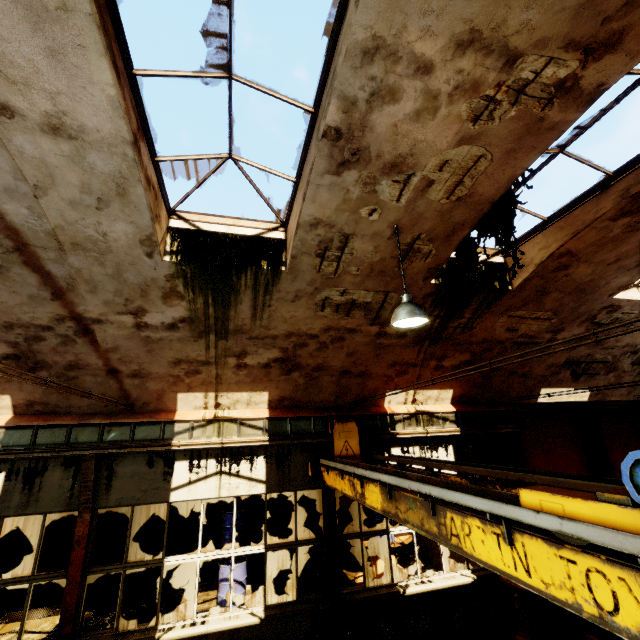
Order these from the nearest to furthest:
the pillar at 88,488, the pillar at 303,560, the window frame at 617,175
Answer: the window frame at 617,175
the pillar at 88,488
the pillar at 303,560

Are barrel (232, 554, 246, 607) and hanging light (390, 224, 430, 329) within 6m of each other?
no

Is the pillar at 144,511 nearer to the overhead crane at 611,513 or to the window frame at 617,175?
the overhead crane at 611,513

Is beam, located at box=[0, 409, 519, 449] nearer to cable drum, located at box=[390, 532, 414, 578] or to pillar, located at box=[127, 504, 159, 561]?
cable drum, located at box=[390, 532, 414, 578]

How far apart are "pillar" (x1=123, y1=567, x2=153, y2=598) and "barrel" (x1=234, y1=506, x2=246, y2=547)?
2.09m

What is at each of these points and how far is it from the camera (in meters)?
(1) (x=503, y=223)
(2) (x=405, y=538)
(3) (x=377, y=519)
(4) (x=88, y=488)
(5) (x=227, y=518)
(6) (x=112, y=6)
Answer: (1) vine, 5.02
(2) cable drum, 9.86
(3) barrel, 9.74
(4) pillar, 6.25
(5) barrel, 10.02
(6) window frame, 2.88

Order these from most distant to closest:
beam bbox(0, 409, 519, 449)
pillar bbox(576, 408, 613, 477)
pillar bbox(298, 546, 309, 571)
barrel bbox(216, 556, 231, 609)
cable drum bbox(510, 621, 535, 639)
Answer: pillar bbox(576, 408, 613, 477)
pillar bbox(298, 546, 309, 571)
barrel bbox(216, 556, 231, 609)
cable drum bbox(510, 621, 535, 639)
beam bbox(0, 409, 519, 449)

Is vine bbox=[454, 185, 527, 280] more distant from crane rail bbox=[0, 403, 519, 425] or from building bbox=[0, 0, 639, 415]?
crane rail bbox=[0, 403, 519, 425]
